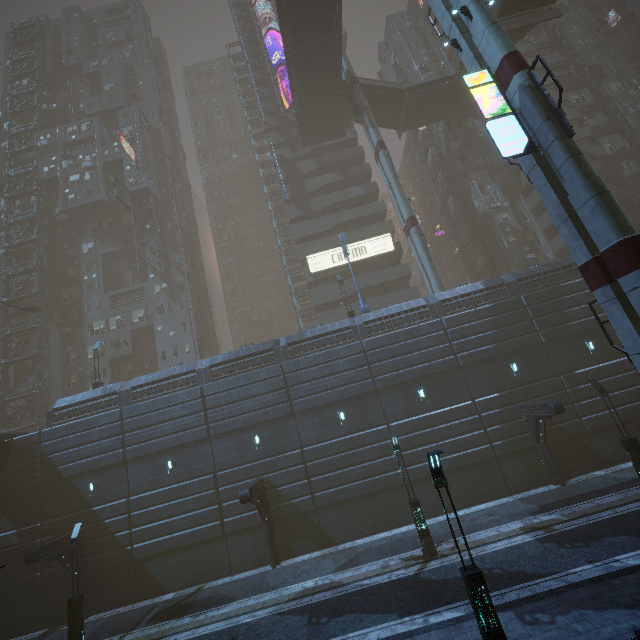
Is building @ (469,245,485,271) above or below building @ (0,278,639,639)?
above

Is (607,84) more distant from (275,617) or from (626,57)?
(275,617)

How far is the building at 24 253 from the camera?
42.7 meters

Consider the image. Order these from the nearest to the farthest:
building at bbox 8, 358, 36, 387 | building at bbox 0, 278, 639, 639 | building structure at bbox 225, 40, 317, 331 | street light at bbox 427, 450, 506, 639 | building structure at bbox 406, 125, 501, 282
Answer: street light at bbox 427, 450, 506, 639
building at bbox 0, 278, 639, 639
building at bbox 8, 358, 36, 387
building structure at bbox 406, 125, 501, 282
building structure at bbox 225, 40, 317, 331

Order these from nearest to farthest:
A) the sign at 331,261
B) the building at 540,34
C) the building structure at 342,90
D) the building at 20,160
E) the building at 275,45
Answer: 1. the building structure at 342,90
2. the sign at 331,261
3. the building at 540,34
4. the building at 275,45
5. the building at 20,160

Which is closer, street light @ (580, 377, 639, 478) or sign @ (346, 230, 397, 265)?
street light @ (580, 377, 639, 478)

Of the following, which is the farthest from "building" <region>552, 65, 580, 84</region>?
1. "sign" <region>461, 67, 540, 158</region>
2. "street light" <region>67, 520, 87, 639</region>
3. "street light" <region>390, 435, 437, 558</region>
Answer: "street light" <region>390, 435, 437, 558</region>
